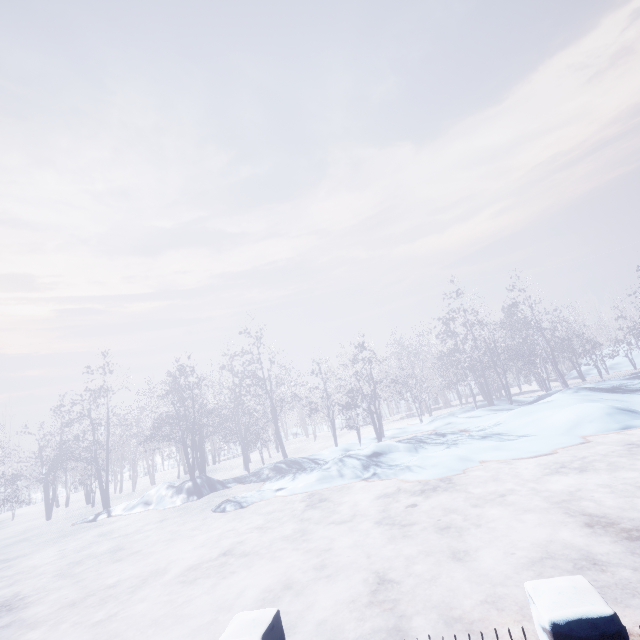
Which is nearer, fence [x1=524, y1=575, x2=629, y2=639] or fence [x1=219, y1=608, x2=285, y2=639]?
fence [x1=524, y1=575, x2=629, y2=639]

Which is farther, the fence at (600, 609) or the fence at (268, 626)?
the fence at (268, 626)

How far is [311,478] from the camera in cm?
1123
